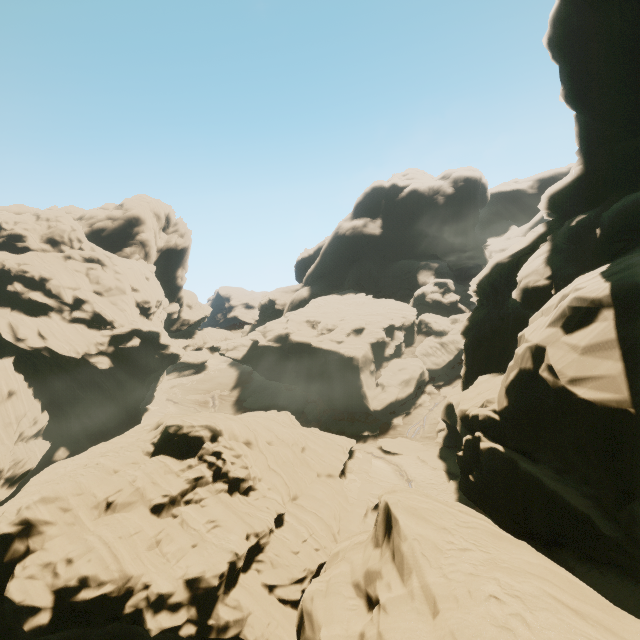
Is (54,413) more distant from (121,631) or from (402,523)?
(402,523)
